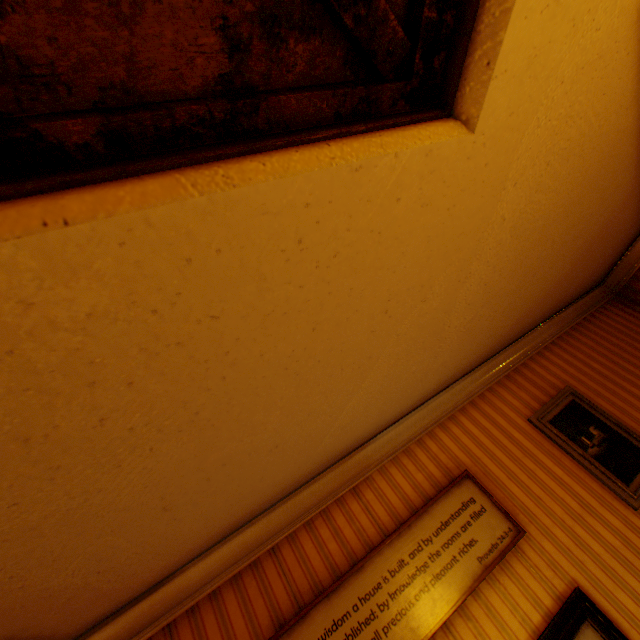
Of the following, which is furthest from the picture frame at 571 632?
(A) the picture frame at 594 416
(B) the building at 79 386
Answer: (A) the picture frame at 594 416

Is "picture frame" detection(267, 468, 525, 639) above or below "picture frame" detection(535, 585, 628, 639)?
Answer: above

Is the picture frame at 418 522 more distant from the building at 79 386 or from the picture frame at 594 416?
the picture frame at 594 416

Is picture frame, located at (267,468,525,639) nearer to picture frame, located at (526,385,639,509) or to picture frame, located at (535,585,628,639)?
picture frame, located at (535,585,628,639)

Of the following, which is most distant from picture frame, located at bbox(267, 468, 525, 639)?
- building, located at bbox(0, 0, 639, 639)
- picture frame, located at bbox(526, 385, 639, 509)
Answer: picture frame, located at bbox(526, 385, 639, 509)

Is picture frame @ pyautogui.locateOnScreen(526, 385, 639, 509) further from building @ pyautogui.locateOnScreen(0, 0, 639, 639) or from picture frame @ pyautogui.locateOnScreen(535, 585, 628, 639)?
picture frame @ pyautogui.locateOnScreen(535, 585, 628, 639)

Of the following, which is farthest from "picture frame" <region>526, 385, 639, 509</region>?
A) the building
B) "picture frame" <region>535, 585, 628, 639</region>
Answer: "picture frame" <region>535, 585, 628, 639</region>

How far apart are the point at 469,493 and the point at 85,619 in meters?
2.9
